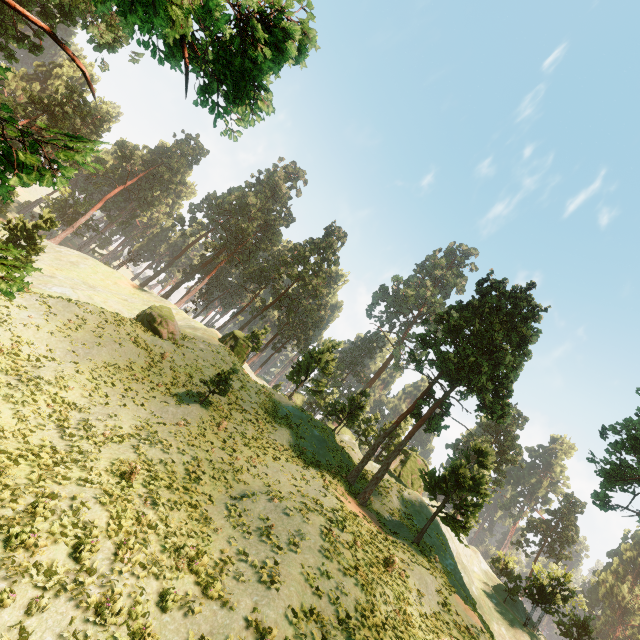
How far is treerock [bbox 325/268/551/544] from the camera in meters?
23.1

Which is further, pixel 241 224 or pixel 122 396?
pixel 241 224

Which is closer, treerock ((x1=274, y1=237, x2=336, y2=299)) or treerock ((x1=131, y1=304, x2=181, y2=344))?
treerock ((x1=131, y1=304, x2=181, y2=344))

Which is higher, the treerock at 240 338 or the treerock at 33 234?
the treerock at 240 338

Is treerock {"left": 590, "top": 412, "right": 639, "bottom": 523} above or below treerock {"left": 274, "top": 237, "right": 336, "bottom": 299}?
below

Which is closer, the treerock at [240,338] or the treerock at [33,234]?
the treerock at [33,234]
